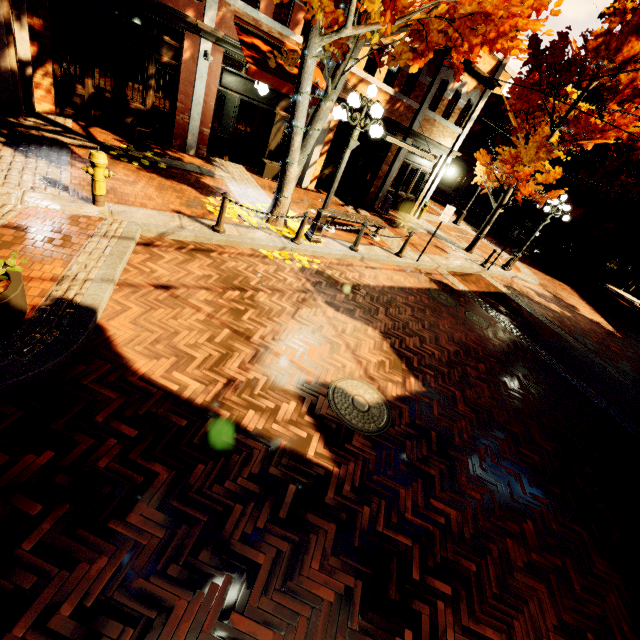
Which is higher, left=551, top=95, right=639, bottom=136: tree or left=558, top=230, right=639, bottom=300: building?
left=551, top=95, right=639, bottom=136: tree

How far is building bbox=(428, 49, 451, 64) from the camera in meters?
11.9 m

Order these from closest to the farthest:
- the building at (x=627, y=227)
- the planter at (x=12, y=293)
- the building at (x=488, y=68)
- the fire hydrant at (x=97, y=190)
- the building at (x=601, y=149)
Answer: the planter at (x=12, y=293) < the fire hydrant at (x=97, y=190) < the building at (x=488, y=68) < the building at (x=627, y=227) < the building at (x=601, y=149)

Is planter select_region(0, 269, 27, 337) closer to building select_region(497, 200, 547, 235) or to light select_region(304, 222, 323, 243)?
light select_region(304, 222, 323, 243)

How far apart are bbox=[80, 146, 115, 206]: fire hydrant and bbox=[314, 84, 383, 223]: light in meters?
4.5

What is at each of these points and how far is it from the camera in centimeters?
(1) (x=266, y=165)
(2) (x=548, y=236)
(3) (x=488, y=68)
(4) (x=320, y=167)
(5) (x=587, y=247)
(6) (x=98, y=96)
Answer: (1) planter, 1141cm
(2) building, 3058cm
(3) building, 1322cm
(4) building, 1280cm
(5) building, 2752cm
(6) building, 893cm

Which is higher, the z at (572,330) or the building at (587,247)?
Answer: the building at (587,247)

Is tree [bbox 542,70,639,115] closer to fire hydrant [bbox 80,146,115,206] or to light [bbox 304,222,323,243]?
light [bbox 304,222,323,243]
